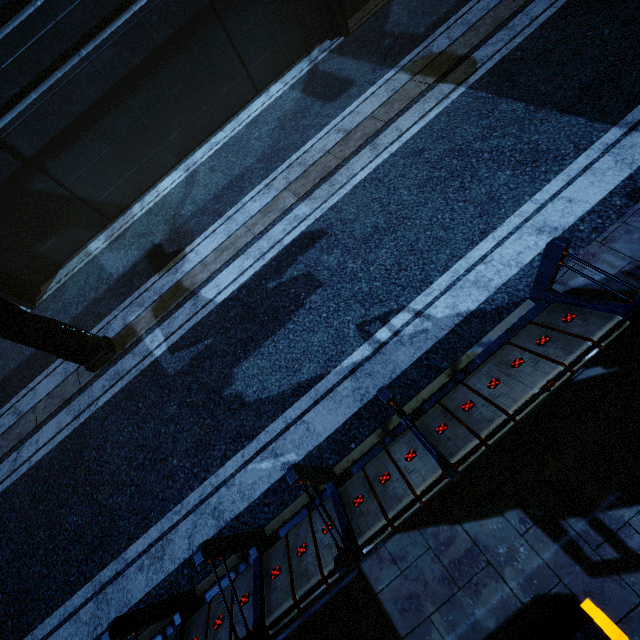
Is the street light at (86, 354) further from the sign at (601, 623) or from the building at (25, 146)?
the sign at (601, 623)

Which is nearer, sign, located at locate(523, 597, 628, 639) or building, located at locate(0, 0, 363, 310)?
sign, located at locate(523, 597, 628, 639)

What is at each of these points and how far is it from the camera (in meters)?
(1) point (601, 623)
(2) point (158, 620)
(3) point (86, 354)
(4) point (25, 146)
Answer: (1) sign, 2.39
(2) building, 3.58
(3) street light, 6.59
(4) building, 7.63

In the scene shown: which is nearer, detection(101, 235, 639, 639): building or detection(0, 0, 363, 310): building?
detection(101, 235, 639, 639): building

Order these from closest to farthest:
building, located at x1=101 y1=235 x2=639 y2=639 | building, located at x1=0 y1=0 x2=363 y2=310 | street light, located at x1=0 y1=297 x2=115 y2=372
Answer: building, located at x1=101 y1=235 x2=639 y2=639 < street light, located at x1=0 y1=297 x2=115 y2=372 < building, located at x1=0 y1=0 x2=363 y2=310

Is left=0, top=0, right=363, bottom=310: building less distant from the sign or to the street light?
Answer: the sign
